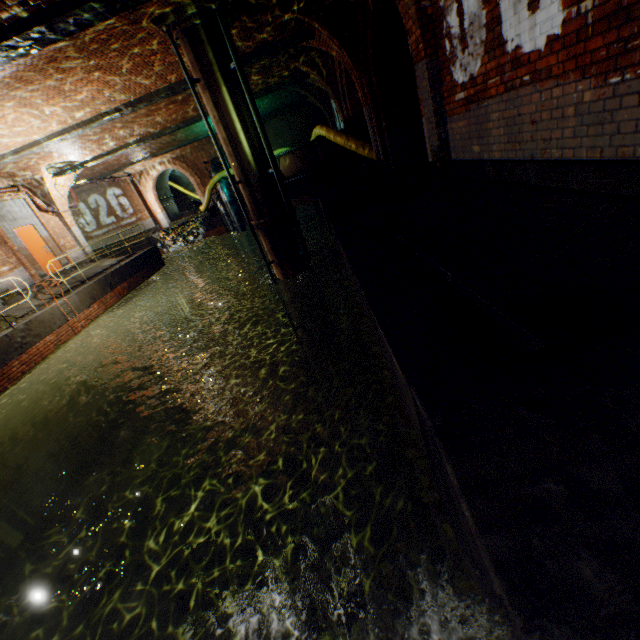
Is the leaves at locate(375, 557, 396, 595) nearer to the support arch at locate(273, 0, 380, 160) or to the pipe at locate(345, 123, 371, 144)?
the support arch at locate(273, 0, 380, 160)

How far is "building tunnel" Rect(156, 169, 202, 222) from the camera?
26.6m

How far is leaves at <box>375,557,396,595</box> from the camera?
2.3m

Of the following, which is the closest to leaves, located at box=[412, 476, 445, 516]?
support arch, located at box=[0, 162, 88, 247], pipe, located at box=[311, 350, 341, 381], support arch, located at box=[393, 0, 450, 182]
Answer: support arch, located at box=[393, 0, 450, 182]

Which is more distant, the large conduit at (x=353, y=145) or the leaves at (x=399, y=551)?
the large conduit at (x=353, y=145)

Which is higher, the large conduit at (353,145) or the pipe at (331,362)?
the large conduit at (353,145)

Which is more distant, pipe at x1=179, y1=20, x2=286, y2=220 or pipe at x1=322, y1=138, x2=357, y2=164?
pipe at x1=322, y1=138, x2=357, y2=164

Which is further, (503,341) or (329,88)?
(329,88)
